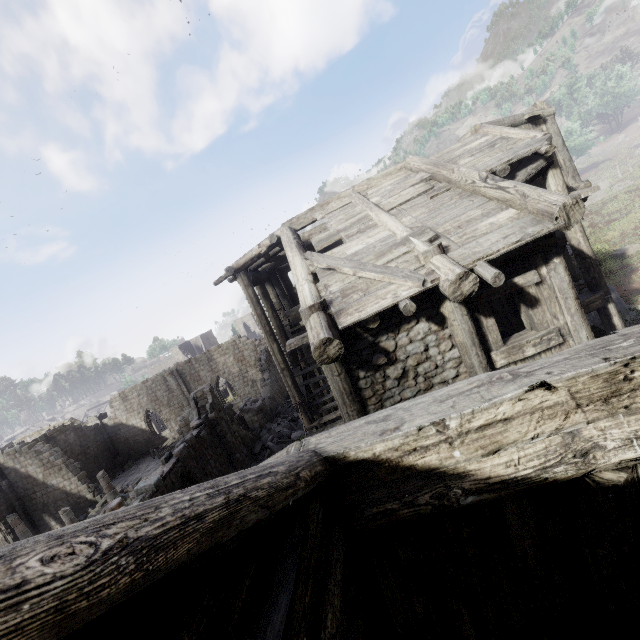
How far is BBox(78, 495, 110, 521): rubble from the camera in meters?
21.7

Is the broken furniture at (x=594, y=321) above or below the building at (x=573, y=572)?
below

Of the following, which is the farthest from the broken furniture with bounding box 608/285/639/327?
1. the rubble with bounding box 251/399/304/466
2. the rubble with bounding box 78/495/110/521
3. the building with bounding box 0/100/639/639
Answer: the rubble with bounding box 78/495/110/521

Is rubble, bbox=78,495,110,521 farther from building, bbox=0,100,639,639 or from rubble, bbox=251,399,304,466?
rubble, bbox=251,399,304,466

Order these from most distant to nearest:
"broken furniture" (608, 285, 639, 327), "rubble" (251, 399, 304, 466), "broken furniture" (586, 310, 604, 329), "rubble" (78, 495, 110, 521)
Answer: "rubble" (78, 495, 110, 521) → "rubble" (251, 399, 304, 466) → "broken furniture" (586, 310, 604, 329) → "broken furniture" (608, 285, 639, 327)

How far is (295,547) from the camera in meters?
1.8

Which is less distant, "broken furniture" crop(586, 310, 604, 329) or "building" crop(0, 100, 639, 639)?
"building" crop(0, 100, 639, 639)

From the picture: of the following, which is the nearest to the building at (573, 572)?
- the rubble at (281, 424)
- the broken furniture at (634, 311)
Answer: the rubble at (281, 424)
